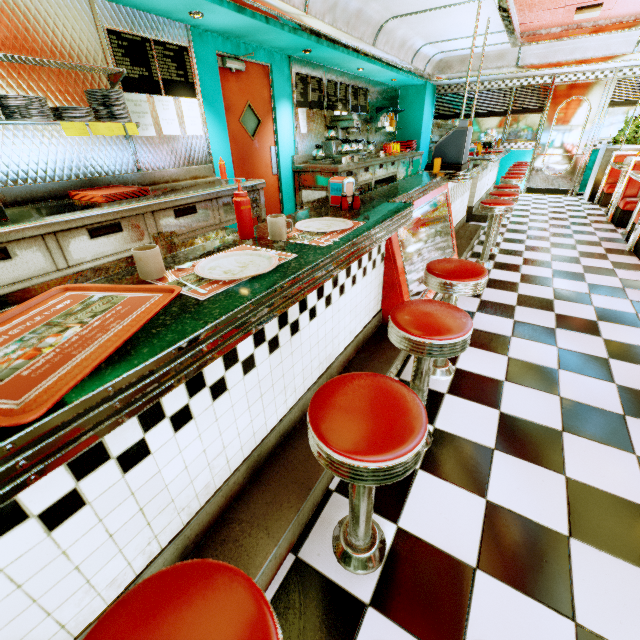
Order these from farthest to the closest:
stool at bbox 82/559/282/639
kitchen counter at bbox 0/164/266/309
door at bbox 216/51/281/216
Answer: door at bbox 216/51/281/216
kitchen counter at bbox 0/164/266/309
stool at bbox 82/559/282/639

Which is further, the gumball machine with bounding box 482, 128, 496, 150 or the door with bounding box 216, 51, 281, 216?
the gumball machine with bounding box 482, 128, 496, 150

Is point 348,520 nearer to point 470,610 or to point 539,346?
point 470,610

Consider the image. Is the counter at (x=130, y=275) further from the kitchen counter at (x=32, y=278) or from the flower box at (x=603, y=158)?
the flower box at (x=603, y=158)

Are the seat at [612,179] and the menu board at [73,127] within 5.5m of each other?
no

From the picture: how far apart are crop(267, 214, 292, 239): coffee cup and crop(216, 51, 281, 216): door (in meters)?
3.59

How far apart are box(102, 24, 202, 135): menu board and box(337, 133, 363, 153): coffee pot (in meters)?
2.81

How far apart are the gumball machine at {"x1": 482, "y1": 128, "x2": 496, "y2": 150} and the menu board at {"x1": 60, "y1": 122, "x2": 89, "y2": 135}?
7.65m
